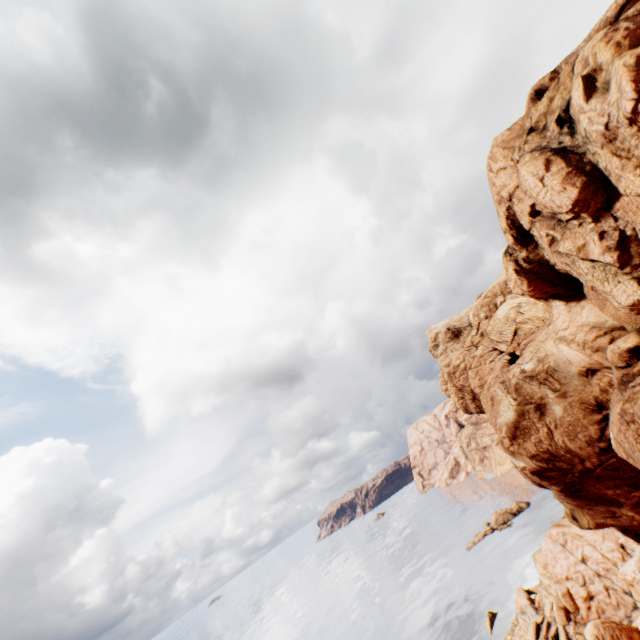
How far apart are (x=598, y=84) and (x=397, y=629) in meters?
81.8
